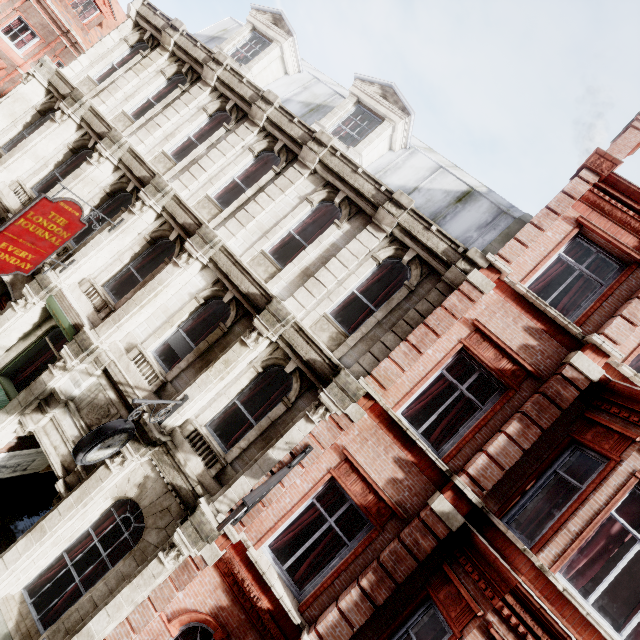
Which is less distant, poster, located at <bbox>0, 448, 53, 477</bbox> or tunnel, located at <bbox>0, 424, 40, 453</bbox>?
tunnel, located at <bbox>0, 424, 40, 453</bbox>

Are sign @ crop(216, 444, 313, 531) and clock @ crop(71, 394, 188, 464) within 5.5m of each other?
yes

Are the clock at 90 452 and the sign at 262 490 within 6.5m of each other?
yes

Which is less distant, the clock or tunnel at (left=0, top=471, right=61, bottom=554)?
the clock

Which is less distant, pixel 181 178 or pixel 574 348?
pixel 574 348

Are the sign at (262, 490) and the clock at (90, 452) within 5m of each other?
yes

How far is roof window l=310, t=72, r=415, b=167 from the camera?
9.8m

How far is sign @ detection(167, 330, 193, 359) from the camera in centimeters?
831cm
